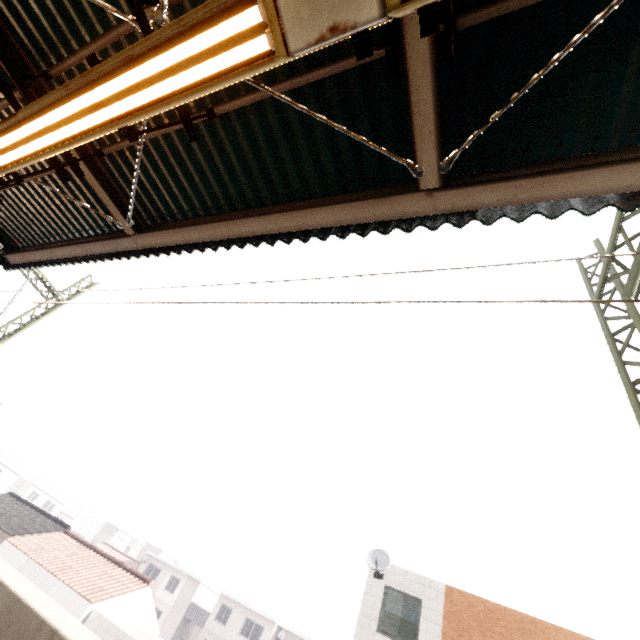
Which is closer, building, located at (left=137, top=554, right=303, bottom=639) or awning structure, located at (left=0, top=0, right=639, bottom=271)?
awning structure, located at (left=0, top=0, right=639, bottom=271)

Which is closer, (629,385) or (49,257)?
(629,385)

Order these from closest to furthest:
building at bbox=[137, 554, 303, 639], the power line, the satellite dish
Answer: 1. the power line
2. the satellite dish
3. building at bbox=[137, 554, 303, 639]

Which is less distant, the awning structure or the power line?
the awning structure

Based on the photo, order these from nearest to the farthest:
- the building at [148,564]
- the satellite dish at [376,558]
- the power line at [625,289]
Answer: the power line at [625,289] → the satellite dish at [376,558] → the building at [148,564]

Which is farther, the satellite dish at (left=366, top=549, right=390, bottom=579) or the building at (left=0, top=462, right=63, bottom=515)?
the building at (left=0, top=462, right=63, bottom=515)

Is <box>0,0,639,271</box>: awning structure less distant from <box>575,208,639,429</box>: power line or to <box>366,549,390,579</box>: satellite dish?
<box>575,208,639,429</box>: power line

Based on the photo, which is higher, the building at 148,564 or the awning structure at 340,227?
the awning structure at 340,227
